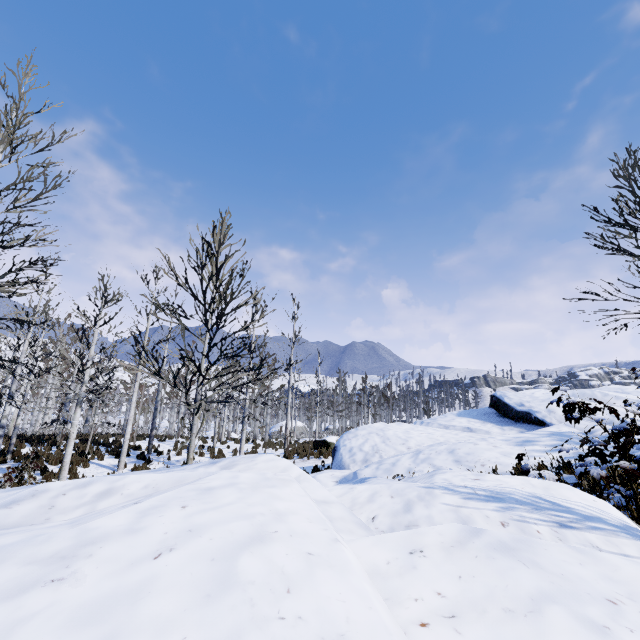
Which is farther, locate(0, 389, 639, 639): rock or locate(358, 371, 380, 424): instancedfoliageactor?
locate(358, 371, 380, 424): instancedfoliageactor

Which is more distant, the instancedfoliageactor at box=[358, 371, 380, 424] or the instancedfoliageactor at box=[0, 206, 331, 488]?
the instancedfoliageactor at box=[358, 371, 380, 424]

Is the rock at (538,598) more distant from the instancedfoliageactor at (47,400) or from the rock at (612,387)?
the instancedfoliageactor at (47,400)

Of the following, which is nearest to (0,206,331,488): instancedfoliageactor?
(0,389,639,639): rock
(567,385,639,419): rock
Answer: (567,385,639,419): rock

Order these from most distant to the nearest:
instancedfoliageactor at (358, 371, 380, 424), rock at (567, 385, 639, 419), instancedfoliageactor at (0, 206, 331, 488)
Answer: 1. instancedfoliageactor at (358, 371, 380, 424)
2. rock at (567, 385, 639, 419)
3. instancedfoliageactor at (0, 206, 331, 488)

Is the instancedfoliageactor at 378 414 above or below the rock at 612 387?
below

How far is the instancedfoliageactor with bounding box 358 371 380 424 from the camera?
27.75m

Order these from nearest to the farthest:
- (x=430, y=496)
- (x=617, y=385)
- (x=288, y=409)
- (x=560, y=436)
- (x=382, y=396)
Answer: (x=430, y=496)
(x=560, y=436)
(x=617, y=385)
(x=288, y=409)
(x=382, y=396)
